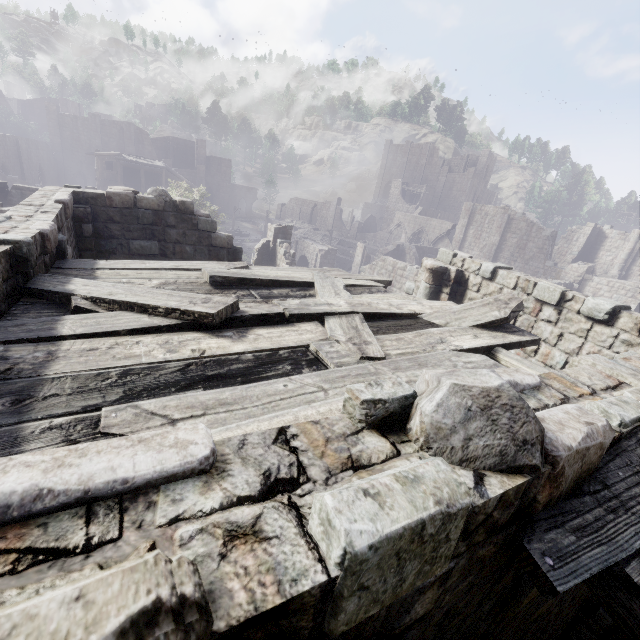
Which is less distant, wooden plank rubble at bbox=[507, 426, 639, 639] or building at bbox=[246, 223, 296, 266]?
wooden plank rubble at bbox=[507, 426, 639, 639]

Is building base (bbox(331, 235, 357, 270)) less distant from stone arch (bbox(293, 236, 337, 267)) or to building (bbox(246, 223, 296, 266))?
building (bbox(246, 223, 296, 266))

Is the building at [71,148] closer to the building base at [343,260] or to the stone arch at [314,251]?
the stone arch at [314,251]

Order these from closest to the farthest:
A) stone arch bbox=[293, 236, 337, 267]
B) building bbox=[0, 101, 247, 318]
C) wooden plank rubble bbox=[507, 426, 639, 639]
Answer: wooden plank rubble bbox=[507, 426, 639, 639] < building bbox=[0, 101, 247, 318] < stone arch bbox=[293, 236, 337, 267]

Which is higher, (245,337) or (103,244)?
(245,337)

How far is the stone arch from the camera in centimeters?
3431cm

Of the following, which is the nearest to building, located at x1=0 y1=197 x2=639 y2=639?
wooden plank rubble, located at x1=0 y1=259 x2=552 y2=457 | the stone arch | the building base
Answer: wooden plank rubble, located at x1=0 y1=259 x2=552 y2=457

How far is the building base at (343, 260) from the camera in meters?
48.5
